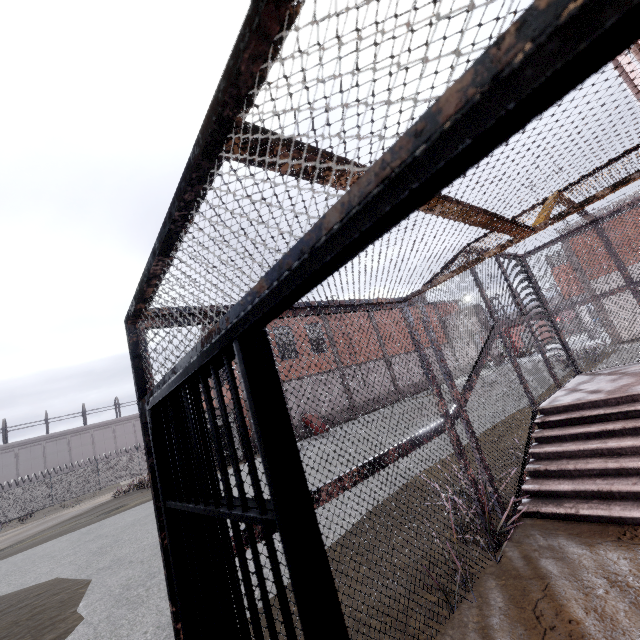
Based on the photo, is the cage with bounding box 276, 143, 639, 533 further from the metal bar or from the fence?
the fence

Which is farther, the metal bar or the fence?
the fence

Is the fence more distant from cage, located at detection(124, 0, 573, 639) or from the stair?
the stair

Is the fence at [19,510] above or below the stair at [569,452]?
above

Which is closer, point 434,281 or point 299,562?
point 299,562

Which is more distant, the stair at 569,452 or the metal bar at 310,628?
the stair at 569,452

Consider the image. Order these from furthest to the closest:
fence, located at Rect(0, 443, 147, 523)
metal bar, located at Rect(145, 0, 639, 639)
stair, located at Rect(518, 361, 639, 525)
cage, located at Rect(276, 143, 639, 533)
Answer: fence, located at Rect(0, 443, 147, 523) → stair, located at Rect(518, 361, 639, 525) → cage, located at Rect(276, 143, 639, 533) → metal bar, located at Rect(145, 0, 639, 639)
